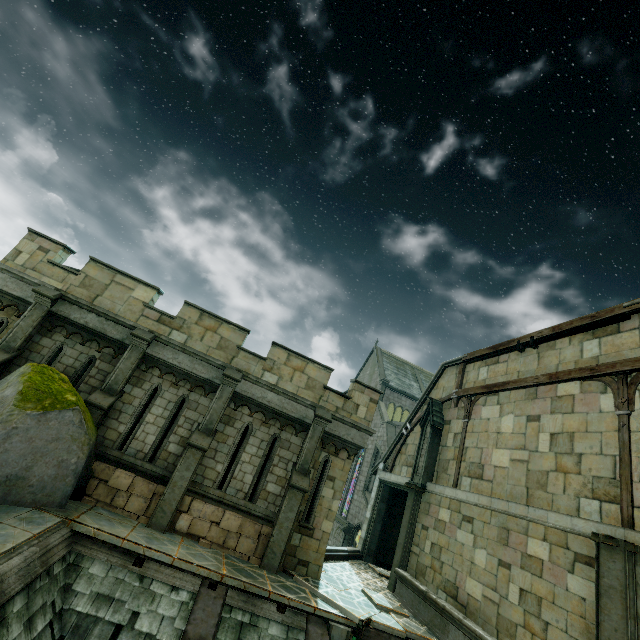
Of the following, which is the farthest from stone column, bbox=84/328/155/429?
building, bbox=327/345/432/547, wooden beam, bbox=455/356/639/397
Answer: building, bbox=327/345/432/547

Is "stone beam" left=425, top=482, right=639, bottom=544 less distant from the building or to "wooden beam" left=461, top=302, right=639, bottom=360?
"wooden beam" left=461, top=302, right=639, bottom=360

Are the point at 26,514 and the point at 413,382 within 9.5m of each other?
no

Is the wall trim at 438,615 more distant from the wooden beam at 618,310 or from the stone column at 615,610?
the wooden beam at 618,310

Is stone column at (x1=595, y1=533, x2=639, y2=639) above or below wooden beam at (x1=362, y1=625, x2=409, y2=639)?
above

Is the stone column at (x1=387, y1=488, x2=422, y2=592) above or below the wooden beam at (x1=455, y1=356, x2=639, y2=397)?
below

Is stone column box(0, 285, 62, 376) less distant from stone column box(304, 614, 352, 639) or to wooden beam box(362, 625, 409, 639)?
stone column box(304, 614, 352, 639)

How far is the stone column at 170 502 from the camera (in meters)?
9.23
